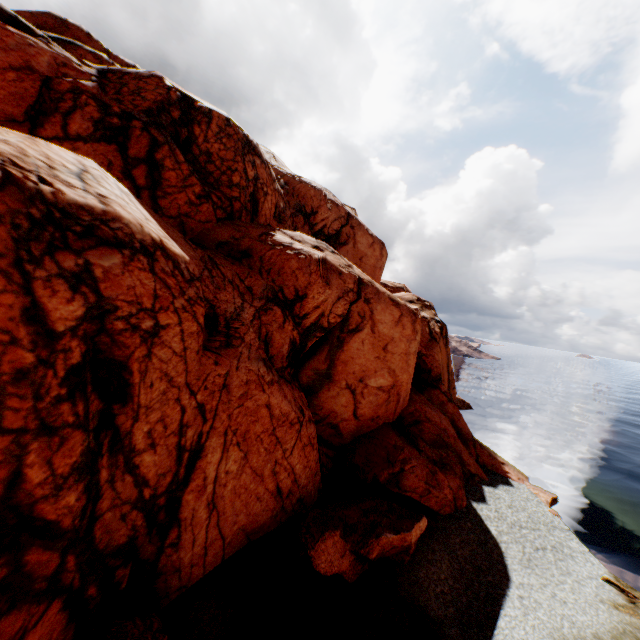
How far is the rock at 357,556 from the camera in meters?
11.2 m

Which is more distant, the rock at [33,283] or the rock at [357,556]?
the rock at [357,556]

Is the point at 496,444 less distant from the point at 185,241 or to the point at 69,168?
the point at 185,241

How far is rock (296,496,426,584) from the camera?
11.2m

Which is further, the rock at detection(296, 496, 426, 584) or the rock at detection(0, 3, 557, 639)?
the rock at detection(296, 496, 426, 584)
